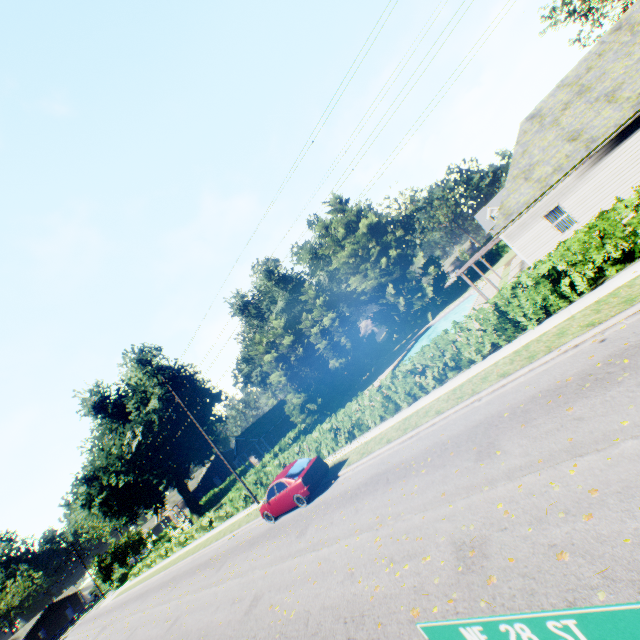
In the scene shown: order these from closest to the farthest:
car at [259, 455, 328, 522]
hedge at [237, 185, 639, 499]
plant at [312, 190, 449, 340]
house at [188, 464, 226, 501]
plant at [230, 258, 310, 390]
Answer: hedge at [237, 185, 639, 499], car at [259, 455, 328, 522], plant at [312, 190, 449, 340], plant at [230, 258, 310, 390], house at [188, 464, 226, 501]

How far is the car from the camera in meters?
14.3 m

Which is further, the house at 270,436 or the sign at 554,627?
the house at 270,436

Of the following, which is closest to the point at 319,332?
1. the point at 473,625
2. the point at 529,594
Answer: the point at 529,594

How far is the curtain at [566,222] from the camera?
17.72m

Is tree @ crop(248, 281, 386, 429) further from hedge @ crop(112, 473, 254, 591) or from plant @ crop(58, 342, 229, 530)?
plant @ crop(58, 342, 229, 530)

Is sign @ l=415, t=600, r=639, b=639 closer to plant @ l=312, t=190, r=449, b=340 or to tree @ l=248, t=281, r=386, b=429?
tree @ l=248, t=281, r=386, b=429

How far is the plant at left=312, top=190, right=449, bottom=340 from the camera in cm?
4609
